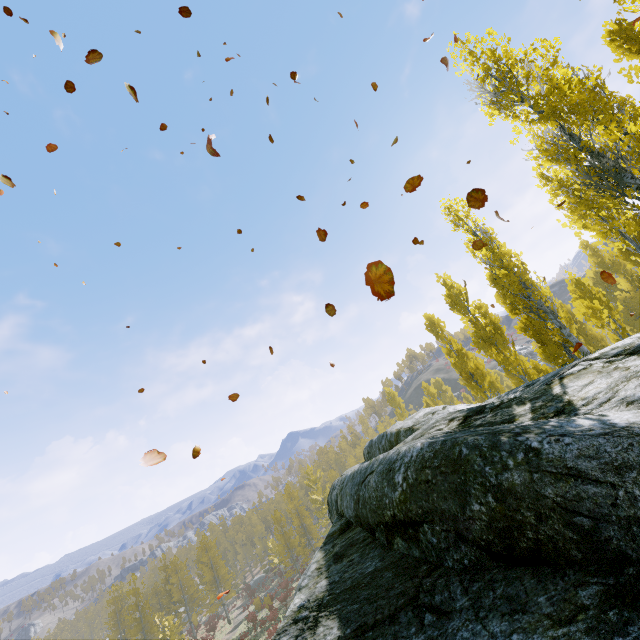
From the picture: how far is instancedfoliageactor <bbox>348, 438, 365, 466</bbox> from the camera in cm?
5412

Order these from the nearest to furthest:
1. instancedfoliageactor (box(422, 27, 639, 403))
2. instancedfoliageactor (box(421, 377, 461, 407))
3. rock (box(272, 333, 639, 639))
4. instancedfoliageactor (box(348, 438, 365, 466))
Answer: rock (box(272, 333, 639, 639)) → instancedfoliageactor (box(422, 27, 639, 403)) → instancedfoliageactor (box(421, 377, 461, 407)) → instancedfoliageactor (box(348, 438, 365, 466))

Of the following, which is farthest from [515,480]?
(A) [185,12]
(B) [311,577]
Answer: (A) [185,12]

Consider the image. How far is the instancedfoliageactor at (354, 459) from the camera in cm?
5412

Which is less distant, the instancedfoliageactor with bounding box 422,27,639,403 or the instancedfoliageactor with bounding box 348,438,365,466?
the instancedfoliageactor with bounding box 422,27,639,403

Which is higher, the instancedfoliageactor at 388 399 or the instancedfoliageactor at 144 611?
the instancedfoliageactor at 388 399
